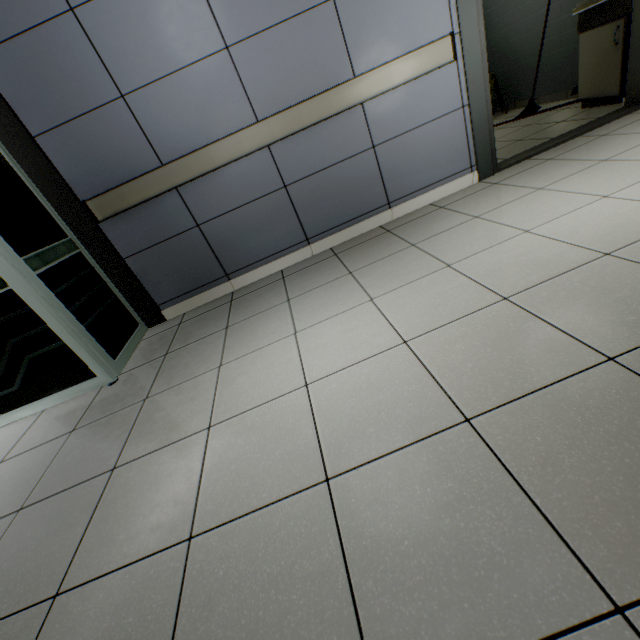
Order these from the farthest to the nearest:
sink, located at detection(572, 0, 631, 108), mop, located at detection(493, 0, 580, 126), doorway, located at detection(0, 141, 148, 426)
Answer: mop, located at detection(493, 0, 580, 126) → sink, located at detection(572, 0, 631, 108) → doorway, located at detection(0, 141, 148, 426)

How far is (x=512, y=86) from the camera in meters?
5.2

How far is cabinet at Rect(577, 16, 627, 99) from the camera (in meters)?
3.02

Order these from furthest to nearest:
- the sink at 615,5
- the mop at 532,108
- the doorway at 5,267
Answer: the mop at 532,108, the sink at 615,5, the doorway at 5,267

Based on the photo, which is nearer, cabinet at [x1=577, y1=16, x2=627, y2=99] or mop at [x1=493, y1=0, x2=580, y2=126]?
cabinet at [x1=577, y1=16, x2=627, y2=99]

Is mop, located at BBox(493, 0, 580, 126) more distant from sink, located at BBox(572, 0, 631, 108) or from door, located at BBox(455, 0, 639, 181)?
door, located at BBox(455, 0, 639, 181)

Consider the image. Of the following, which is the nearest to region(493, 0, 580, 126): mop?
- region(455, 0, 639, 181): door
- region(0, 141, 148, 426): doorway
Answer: region(455, 0, 639, 181): door

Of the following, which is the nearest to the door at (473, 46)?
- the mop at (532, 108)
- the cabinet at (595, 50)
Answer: the cabinet at (595, 50)
